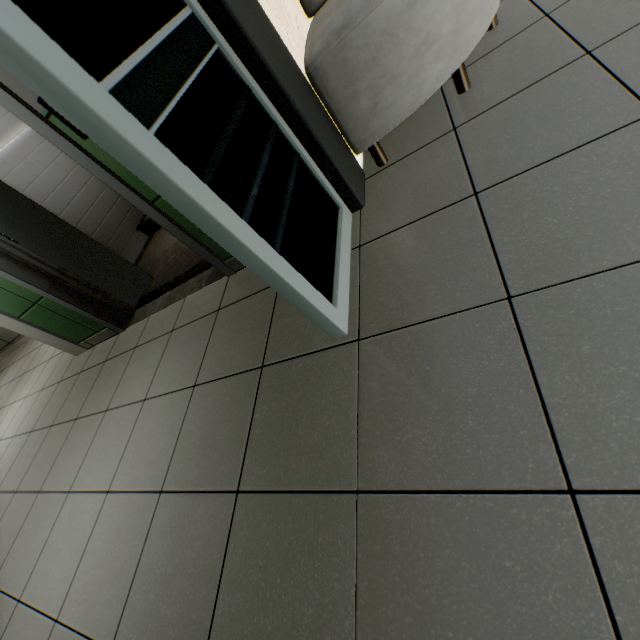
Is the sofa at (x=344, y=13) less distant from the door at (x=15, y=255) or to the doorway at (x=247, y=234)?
the doorway at (x=247, y=234)

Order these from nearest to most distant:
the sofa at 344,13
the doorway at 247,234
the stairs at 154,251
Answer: the doorway at 247,234, the sofa at 344,13, the stairs at 154,251

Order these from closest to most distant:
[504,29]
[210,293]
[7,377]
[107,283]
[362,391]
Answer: [362,391]
[504,29]
[210,293]
[107,283]
[7,377]

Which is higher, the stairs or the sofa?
the sofa

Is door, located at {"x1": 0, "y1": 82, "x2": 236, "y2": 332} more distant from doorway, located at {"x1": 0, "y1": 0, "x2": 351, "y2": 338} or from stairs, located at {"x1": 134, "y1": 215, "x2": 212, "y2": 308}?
doorway, located at {"x1": 0, "y1": 0, "x2": 351, "y2": 338}

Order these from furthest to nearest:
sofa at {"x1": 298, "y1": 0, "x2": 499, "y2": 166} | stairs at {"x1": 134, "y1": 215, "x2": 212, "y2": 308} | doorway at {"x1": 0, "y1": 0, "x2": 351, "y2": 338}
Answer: stairs at {"x1": 134, "y1": 215, "x2": 212, "y2": 308}
sofa at {"x1": 298, "y1": 0, "x2": 499, "y2": 166}
doorway at {"x1": 0, "y1": 0, "x2": 351, "y2": 338}

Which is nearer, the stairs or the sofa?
the sofa

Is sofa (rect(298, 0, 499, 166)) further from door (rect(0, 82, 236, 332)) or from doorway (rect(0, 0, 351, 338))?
door (rect(0, 82, 236, 332))
